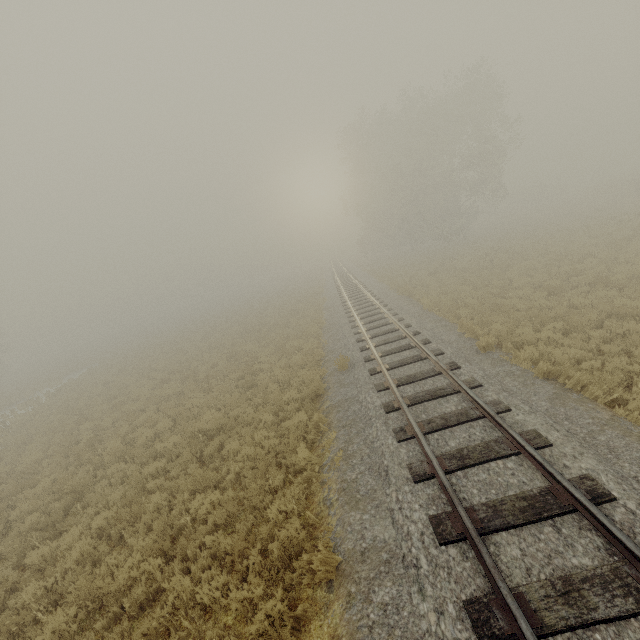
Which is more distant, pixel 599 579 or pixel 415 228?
pixel 415 228

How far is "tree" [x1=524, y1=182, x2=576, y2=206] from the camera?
54.4 meters

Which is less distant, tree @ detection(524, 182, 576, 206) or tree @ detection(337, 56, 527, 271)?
tree @ detection(337, 56, 527, 271)

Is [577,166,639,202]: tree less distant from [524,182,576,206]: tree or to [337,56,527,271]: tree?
[524,182,576,206]: tree

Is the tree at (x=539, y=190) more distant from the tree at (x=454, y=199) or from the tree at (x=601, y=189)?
the tree at (x=454, y=199)

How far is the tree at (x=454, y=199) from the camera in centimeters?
3150cm

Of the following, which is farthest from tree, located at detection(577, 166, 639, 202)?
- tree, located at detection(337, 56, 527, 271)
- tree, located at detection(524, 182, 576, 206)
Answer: tree, located at detection(337, 56, 527, 271)

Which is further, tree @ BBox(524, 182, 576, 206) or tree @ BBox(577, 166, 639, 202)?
tree @ BBox(524, 182, 576, 206)
